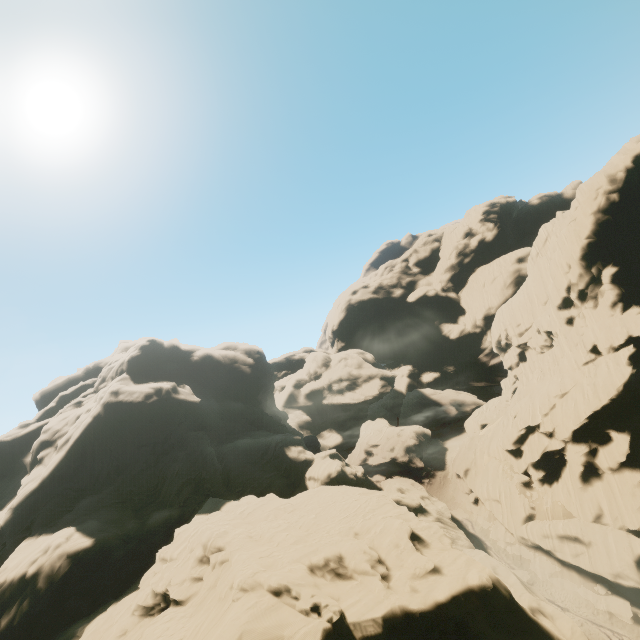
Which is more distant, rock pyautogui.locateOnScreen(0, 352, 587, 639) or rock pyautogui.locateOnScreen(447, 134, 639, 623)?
rock pyautogui.locateOnScreen(447, 134, 639, 623)

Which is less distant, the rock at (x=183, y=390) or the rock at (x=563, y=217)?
the rock at (x=183, y=390)

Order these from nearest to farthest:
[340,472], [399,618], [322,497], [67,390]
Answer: [399,618]
[322,497]
[340,472]
[67,390]
